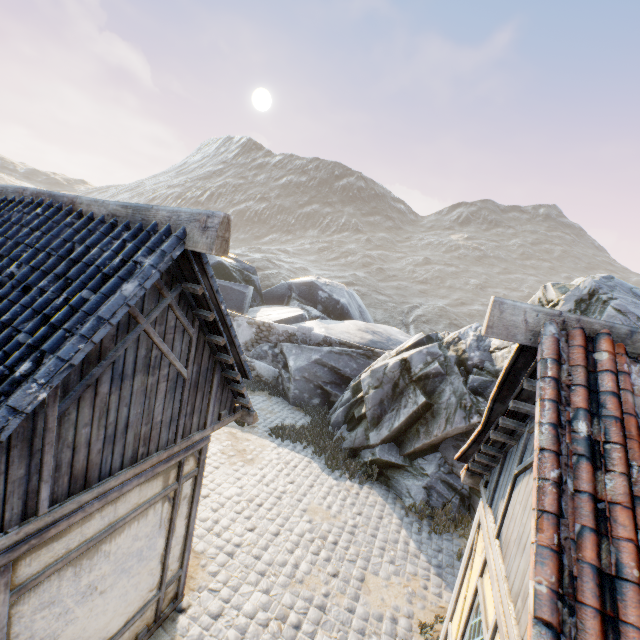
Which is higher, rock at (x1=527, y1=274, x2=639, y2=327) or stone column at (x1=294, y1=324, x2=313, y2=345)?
rock at (x1=527, y1=274, x2=639, y2=327)

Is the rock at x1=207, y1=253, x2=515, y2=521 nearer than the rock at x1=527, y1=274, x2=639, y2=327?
No

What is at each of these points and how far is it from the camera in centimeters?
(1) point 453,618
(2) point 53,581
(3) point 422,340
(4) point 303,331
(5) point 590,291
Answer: (1) building, 479cm
(2) building, 319cm
(3) rock, 1189cm
(4) stone column, 1595cm
(5) rock, 890cm

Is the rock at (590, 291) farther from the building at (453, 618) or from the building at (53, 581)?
the building at (453, 618)

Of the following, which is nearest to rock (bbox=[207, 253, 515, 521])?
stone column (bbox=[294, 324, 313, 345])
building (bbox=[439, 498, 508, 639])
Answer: stone column (bbox=[294, 324, 313, 345])

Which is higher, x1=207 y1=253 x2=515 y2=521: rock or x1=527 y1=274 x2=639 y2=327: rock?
x1=527 y1=274 x2=639 y2=327: rock

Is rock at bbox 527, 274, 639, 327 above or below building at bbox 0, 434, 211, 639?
above

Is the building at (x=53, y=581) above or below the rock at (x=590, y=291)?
below
